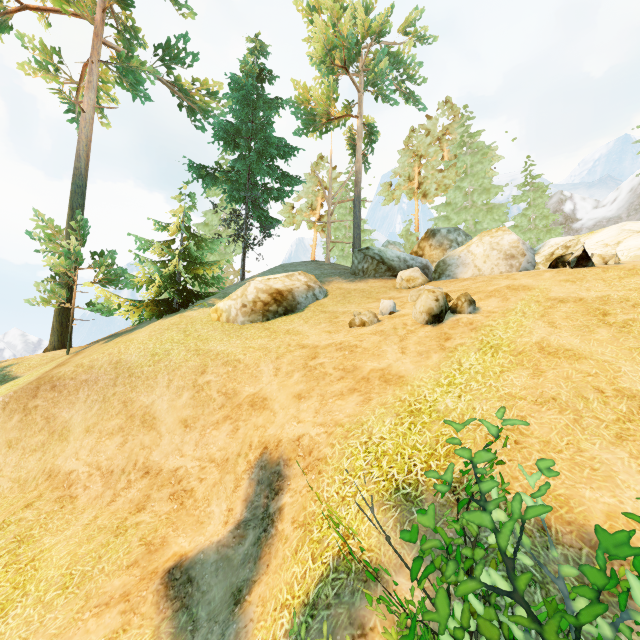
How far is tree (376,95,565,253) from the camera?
28.1m

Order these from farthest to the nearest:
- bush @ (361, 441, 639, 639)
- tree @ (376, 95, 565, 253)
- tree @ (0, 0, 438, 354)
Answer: tree @ (376, 95, 565, 253) < tree @ (0, 0, 438, 354) < bush @ (361, 441, 639, 639)

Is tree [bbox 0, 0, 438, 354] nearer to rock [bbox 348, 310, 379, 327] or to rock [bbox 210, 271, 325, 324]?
rock [bbox 210, 271, 325, 324]

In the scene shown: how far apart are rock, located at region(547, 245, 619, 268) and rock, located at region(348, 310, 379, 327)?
6.1 meters

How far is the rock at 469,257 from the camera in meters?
9.2

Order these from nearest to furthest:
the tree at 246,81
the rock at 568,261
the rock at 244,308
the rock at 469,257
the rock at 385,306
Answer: the rock at 469,257
the rock at 568,261
the rock at 385,306
the rock at 244,308
the tree at 246,81

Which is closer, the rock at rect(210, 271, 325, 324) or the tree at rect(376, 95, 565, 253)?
the rock at rect(210, 271, 325, 324)

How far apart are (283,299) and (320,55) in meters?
19.0 m
